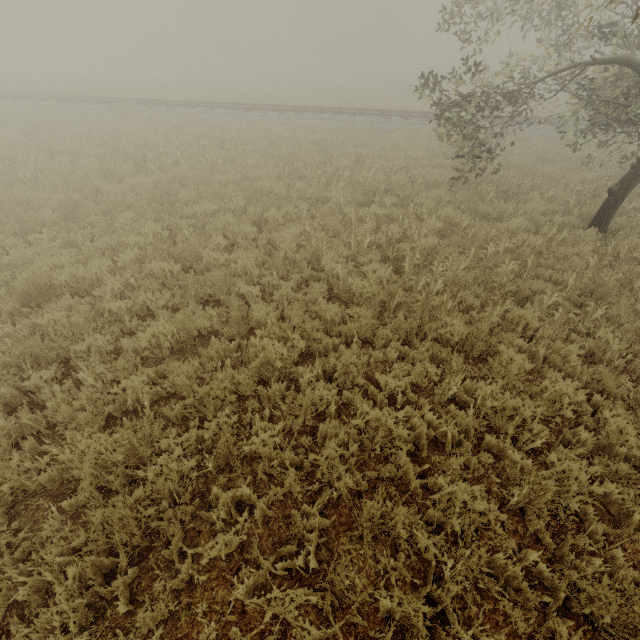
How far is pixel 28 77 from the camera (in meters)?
32.34
